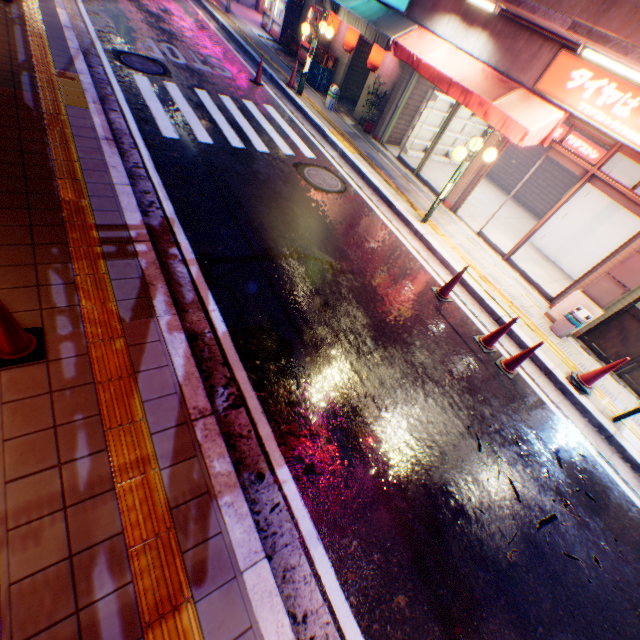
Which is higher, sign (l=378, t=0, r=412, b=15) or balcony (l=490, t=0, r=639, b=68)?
balcony (l=490, t=0, r=639, b=68)

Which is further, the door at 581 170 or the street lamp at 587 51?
the door at 581 170

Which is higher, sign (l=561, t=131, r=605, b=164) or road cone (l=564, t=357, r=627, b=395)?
Answer: sign (l=561, t=131, r=605, b=164)

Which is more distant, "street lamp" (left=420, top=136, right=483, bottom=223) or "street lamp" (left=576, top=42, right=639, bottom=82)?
"street lamp" (left=420, top=136, right=483, bottom=223)

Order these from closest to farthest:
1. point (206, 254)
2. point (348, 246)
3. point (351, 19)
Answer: point (206, 254) < point (348, 246) < point (351, 19)

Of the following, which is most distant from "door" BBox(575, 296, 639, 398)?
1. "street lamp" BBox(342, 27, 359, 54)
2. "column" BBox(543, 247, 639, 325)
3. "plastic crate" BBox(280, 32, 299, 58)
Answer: "plastic crate" BBox(280, 32, 299, 58)

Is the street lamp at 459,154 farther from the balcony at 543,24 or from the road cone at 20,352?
the road cone at 20,352

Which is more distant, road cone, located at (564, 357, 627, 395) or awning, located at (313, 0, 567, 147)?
awning, located at (313, 0, 567, 147)
